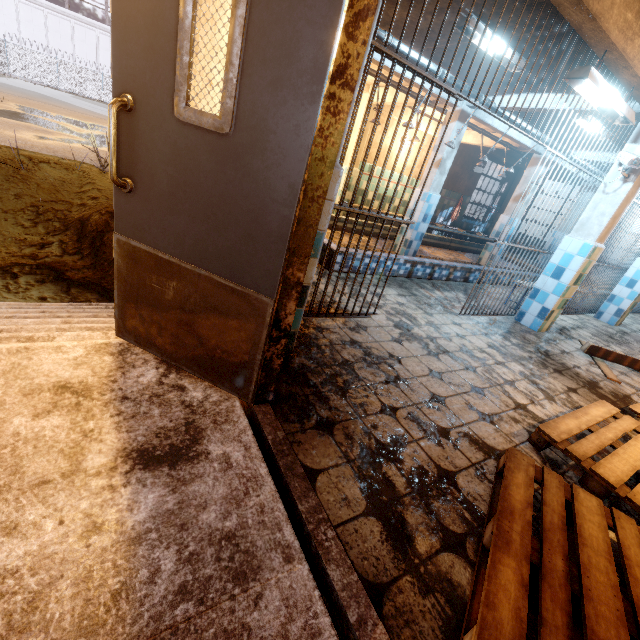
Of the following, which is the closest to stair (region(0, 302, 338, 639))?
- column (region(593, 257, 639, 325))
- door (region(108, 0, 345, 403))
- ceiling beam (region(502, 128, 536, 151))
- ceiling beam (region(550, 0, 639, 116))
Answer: door (region(108, 0, 345, 403))

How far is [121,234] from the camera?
1.7m

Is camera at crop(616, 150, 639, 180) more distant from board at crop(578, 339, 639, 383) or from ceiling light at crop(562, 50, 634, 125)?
board at crop(578, 339, 639, 383)

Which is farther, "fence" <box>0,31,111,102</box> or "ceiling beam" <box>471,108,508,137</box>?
"fence" <box>0,31,111,102</box>

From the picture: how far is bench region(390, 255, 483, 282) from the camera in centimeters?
496cm

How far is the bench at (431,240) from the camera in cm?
858

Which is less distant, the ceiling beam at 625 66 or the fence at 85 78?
the ceiling beam at 625 66

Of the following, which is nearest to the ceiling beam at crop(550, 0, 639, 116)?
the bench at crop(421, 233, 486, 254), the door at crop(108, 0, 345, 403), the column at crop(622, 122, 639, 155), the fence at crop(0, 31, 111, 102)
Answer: the column at crop(622, 122, 639, 155)
